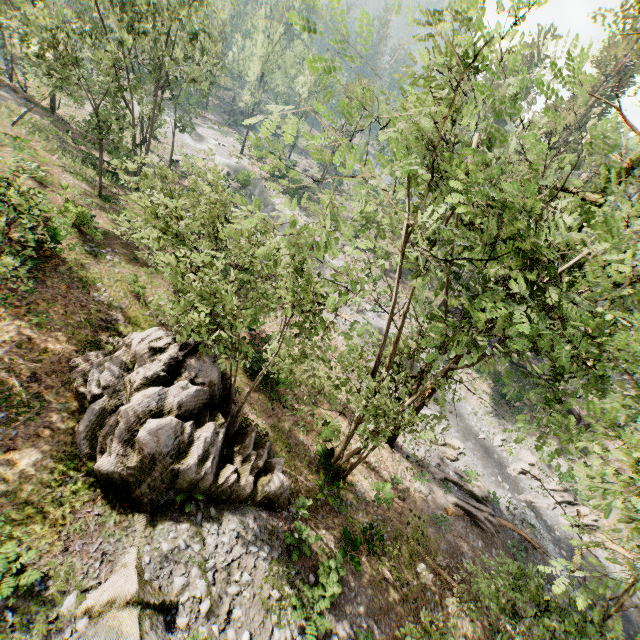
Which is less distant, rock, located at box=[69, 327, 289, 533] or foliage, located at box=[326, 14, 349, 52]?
foliage, located at box=[326, 14, 349, 52]

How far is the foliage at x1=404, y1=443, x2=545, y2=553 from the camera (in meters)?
19.28

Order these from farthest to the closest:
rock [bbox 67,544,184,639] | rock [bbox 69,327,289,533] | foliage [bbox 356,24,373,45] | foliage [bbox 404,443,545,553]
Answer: foliage [bbox 404,443,545,553] < rock [bbox 69,327,289,533] < rock [bbox 67,544,184,639] < foliage [bbox 356,24,373,45]

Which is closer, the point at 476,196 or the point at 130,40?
the point at 476,196

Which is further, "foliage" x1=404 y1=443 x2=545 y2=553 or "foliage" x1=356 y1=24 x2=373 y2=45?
"foliage" x1=404 y1=443 x2=545 y2=553

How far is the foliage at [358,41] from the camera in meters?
5.4

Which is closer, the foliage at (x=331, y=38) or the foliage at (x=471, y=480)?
the foliage at (x=331, y=38)
